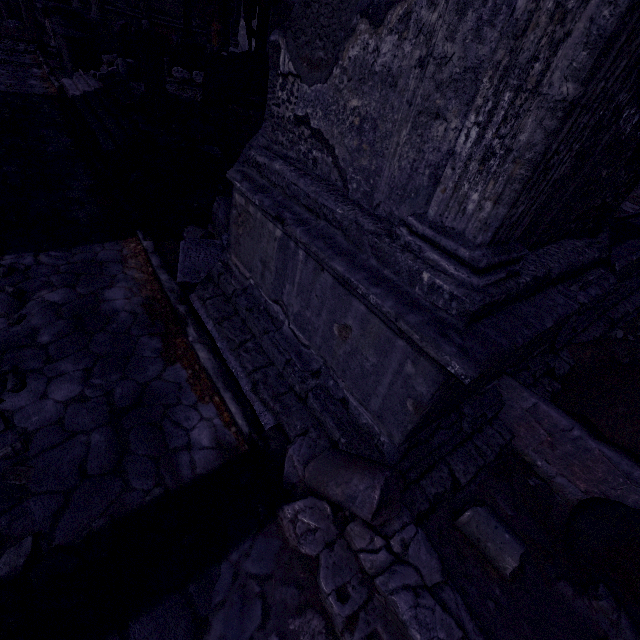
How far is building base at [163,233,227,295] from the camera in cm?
400

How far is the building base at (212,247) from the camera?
4.0m

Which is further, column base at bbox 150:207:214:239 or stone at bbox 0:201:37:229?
column base at bbox 150:207:214:239

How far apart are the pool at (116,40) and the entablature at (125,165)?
12.3 meters

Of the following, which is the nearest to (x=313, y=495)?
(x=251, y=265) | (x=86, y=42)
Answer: (x=251, y=265)

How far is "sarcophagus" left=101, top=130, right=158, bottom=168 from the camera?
6.3 meters

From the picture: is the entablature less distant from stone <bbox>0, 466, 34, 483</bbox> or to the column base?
the column base

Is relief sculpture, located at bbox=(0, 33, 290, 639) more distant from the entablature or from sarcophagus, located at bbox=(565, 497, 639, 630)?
sarcophagus, located at bbox=(565, 497, 639, 630)
